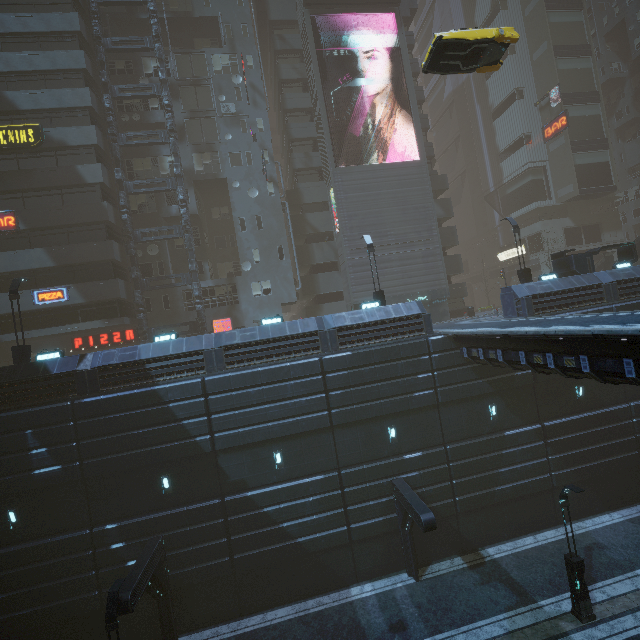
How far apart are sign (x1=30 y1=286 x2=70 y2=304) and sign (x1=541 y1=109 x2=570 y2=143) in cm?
5432

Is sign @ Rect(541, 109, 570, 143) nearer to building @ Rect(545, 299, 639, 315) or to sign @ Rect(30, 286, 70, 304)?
building @ Rect(545, 299, 639, 315)

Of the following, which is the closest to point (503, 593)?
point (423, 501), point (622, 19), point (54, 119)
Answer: point (423, 501)

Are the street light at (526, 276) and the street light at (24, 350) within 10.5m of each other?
no

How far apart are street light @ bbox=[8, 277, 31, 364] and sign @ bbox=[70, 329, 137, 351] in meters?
8.5 m

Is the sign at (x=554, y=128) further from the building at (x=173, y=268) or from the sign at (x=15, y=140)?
the sign at (x=15, y=140)

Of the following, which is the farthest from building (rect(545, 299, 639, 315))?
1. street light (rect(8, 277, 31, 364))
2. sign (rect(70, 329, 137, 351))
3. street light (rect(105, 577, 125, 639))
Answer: street light (rect(8, 277, 31, 364))

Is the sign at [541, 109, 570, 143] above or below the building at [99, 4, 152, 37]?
below
